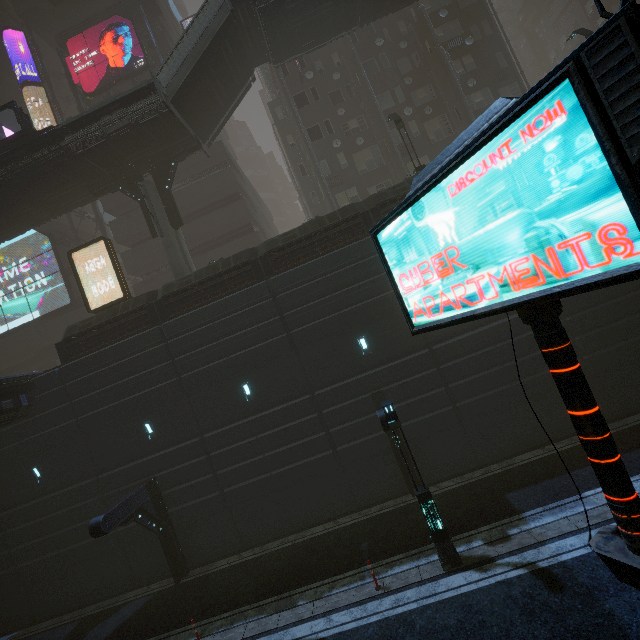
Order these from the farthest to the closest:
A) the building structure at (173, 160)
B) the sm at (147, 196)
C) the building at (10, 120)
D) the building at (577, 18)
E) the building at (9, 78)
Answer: the building at (577, 18) < the building at (9, 78) < the building at (10, 120) < the building structure at (173, 160) < the sm at (147, 196)

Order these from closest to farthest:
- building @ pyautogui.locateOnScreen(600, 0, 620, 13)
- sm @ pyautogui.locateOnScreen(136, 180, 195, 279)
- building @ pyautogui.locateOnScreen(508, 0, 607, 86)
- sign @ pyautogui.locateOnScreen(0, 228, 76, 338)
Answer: sm @ pyautogui.locateOnScreen(136, 180, 195, 279) → sign @ pyautogui.locateOnScreen(0, 228, 76, 338) → building @ pyautogui.locateOnScreen(600, 0, 620, 13) → building @ pyautogui.locateOnScreen(508, 0, 607, 86)

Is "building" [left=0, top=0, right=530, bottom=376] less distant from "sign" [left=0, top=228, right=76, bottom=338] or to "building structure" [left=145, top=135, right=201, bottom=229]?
"sign" [left=0, top=228, right=76, bottom=338]

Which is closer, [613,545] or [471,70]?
[613,545]

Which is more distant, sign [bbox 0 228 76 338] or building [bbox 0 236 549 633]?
sign [bbox 0 228 76 338]

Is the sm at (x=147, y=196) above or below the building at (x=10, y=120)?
below

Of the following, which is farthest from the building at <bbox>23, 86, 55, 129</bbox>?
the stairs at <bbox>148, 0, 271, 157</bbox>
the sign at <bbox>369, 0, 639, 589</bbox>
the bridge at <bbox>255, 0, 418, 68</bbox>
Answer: the stairs at <bbox>148, 0, 271, 157</bbox>

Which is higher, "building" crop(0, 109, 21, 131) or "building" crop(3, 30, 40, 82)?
"building" crop(3, 30, 40, 82)
